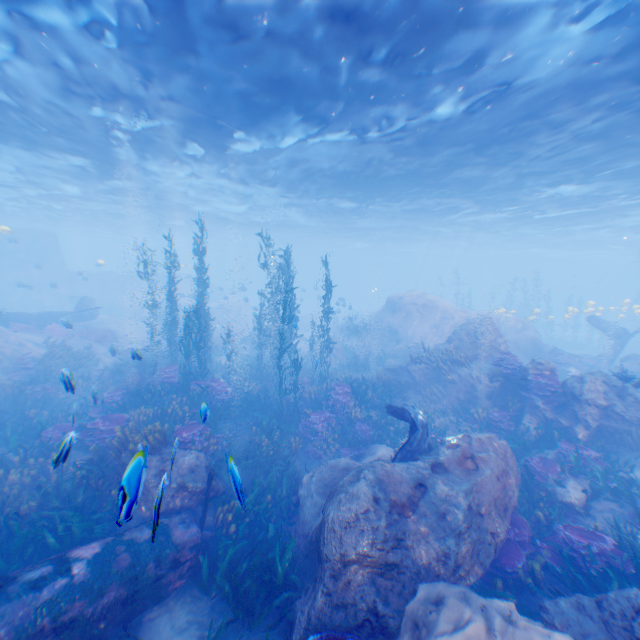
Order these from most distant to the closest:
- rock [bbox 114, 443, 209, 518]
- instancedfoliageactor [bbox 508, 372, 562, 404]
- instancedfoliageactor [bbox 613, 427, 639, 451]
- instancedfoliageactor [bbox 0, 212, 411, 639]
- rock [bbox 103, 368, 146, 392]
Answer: rock [bbox 103, 368, 146, 392] < instancedfoliageactor [bbox 508, 372, 562, 404] < instancedfoliageactor [bbox 613, 427, 639, 451] < instancedfoliageactor [bbox 0, 212, 411, 639] < rock [bbox 114, 443, 209, 518]

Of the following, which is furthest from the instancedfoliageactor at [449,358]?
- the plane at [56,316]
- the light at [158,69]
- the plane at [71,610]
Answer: the plane at [56,316]

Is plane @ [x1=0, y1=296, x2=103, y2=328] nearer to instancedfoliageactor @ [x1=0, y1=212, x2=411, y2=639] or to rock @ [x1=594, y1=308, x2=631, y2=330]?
rock @ [x1=594, y1=308, x2=631, y2=330]

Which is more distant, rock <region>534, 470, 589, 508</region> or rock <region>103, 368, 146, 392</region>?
rock <region>103, 368, 146, 392</region>

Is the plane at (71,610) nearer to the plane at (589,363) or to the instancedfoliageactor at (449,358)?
the instancedfoliageactor at (449,358)

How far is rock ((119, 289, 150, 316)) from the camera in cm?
3431

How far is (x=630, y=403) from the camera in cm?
1028
